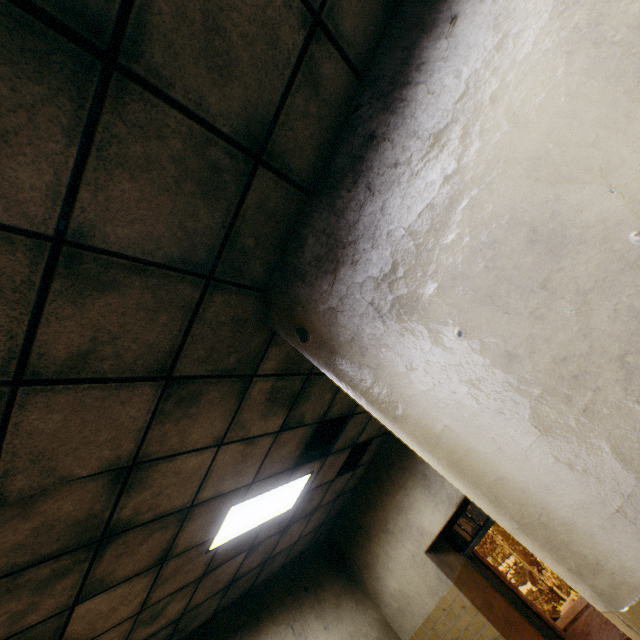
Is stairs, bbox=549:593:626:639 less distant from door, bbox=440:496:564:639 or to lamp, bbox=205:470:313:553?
door, bbox=440:496:564:639

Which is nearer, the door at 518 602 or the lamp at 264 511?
the lamp at 264 511

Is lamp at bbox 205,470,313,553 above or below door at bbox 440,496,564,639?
above

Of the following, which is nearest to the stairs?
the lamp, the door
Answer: the door

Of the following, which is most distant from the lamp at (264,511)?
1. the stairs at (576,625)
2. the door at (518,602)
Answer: the stairs at (576,625)

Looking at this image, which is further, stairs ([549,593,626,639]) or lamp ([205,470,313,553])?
stairs ([549,593,626,639])

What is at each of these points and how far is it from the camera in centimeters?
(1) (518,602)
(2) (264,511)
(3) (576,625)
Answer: (1) door, 521cm
(2) lamp, 380cm
(3) stairs, 592cm
